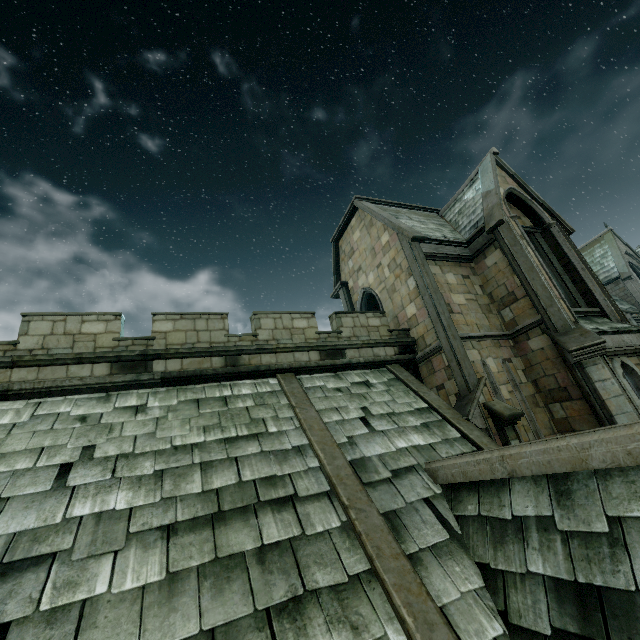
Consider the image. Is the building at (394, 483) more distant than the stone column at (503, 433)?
No

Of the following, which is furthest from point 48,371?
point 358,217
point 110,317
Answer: Result: point 358,217

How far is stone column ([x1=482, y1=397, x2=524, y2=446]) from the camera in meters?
8.9 m

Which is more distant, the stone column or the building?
the stone column

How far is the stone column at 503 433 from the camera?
8.9m
